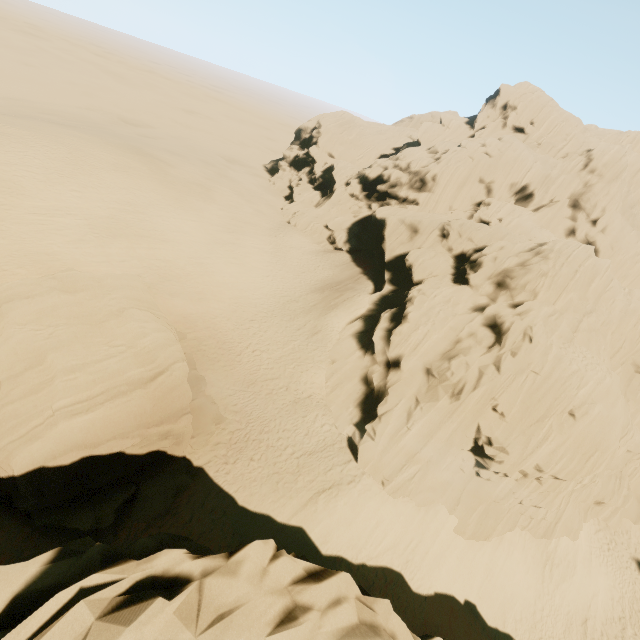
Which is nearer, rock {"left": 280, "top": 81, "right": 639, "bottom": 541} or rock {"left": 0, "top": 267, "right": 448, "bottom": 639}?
rock {"left": 0, "top": 267, "right": 448, "bottom": 639}

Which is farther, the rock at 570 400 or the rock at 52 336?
the rock at 570 400

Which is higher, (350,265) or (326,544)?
(350,265)
